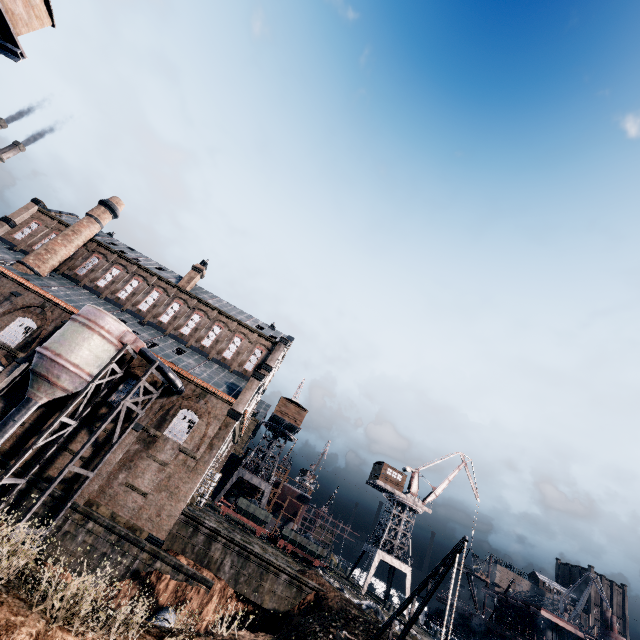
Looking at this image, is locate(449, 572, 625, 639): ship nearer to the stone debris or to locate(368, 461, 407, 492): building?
locate(368, 461, 407, 492): building

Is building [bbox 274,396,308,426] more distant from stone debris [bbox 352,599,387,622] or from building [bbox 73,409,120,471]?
stone debris [bbox 352,599,387,622]

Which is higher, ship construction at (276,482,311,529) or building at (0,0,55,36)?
building at (0,0,55,36)

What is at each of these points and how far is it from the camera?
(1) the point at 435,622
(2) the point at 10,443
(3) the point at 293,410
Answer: (1) ship, 48.5m
(2) building, 26.2m
(3) building, 52.5m

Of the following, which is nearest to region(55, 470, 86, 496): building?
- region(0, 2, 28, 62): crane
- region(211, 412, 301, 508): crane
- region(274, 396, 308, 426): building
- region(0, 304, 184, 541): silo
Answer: region(0, 304, 184, 541): silo

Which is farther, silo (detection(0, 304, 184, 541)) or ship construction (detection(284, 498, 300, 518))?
ship construction (detection(284, 498, 300, 518))

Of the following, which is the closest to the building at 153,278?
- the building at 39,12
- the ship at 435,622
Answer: the building at 39,12

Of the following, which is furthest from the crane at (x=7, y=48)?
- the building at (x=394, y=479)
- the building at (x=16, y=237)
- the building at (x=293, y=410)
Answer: the building at (x=394, y=479)
